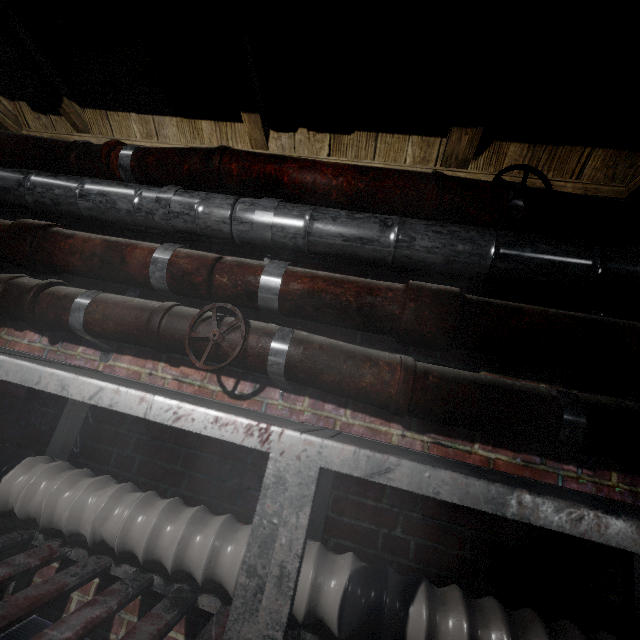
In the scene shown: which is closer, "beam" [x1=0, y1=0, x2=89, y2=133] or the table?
the table

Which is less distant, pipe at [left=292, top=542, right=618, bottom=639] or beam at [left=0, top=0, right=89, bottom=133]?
pipe at [left=292, top=542, right=618, bottom=639]

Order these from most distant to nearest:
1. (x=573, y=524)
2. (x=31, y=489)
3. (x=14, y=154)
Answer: (x=14, y=154) → (x=31, y=489) → (x=573, y=524)

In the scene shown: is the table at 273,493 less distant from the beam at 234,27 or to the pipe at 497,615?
the pipe at 497,615

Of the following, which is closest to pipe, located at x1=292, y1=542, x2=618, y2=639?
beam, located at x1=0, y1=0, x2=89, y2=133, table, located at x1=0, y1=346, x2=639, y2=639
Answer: table, located at x1=0, y1=346, x2=639, y2=639

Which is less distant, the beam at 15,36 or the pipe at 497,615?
the pipe at 497,615
